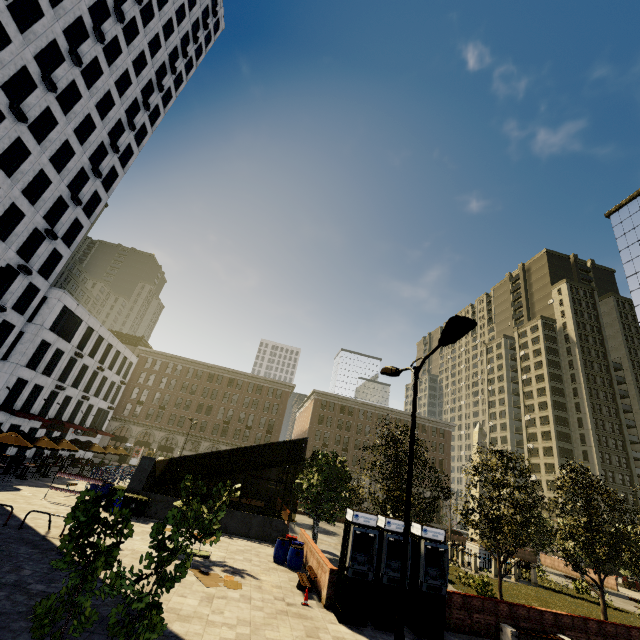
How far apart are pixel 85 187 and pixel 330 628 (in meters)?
40.79

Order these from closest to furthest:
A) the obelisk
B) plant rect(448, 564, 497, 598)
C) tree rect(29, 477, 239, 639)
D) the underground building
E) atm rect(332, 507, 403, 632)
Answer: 1. tree rect(29, 477, 239, 639)
2. atm rect(332, 507, 403, 632)
3. plant rect(448, 564, 497, 598)
4. the underground building
5. the obelisk

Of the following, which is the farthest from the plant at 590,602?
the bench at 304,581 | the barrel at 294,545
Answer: the bench at 304,581

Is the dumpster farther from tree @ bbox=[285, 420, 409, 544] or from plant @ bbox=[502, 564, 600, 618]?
plant @ bbox=[502, 564, 600, 618]

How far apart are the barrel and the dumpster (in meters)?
9.04

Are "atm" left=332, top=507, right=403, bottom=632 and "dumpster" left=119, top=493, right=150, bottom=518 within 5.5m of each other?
no

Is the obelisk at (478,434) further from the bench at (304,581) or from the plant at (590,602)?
the bench at (304,581)

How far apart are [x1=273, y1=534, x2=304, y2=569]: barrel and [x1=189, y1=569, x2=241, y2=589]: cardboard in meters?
3.7
